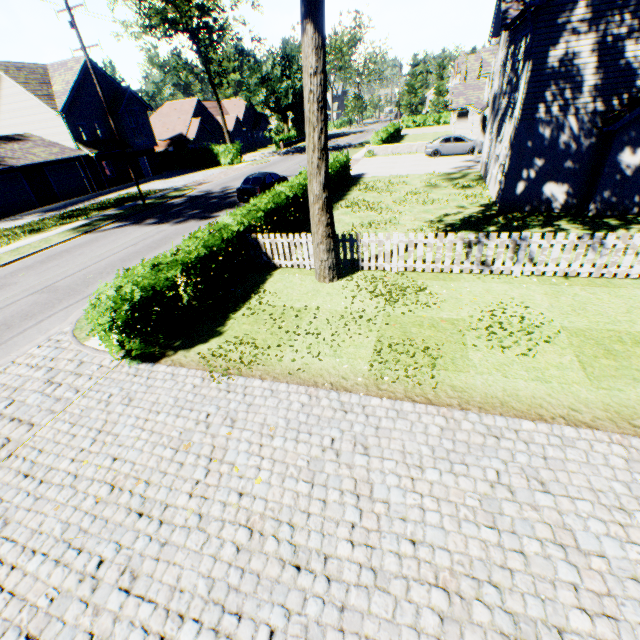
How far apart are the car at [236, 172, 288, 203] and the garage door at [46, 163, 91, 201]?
20.8 meters

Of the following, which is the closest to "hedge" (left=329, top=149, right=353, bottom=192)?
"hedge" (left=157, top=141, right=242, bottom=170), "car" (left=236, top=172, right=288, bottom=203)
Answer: "car" (left=236, top=172, right=288, bottom=203)

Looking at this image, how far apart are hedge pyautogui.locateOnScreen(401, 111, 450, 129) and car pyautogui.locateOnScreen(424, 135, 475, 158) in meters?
34.8 m

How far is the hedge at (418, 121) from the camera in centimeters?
5628cm

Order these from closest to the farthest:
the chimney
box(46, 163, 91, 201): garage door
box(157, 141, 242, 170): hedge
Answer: the chimney < box(46, 163, 91, 201): garage door < box(157, 141, 242, 170): hedge

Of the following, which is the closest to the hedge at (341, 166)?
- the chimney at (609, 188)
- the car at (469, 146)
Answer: the car at (469, 146)

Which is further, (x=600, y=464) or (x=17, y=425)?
(x=17, y=425)

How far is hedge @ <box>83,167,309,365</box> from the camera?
7.2m
